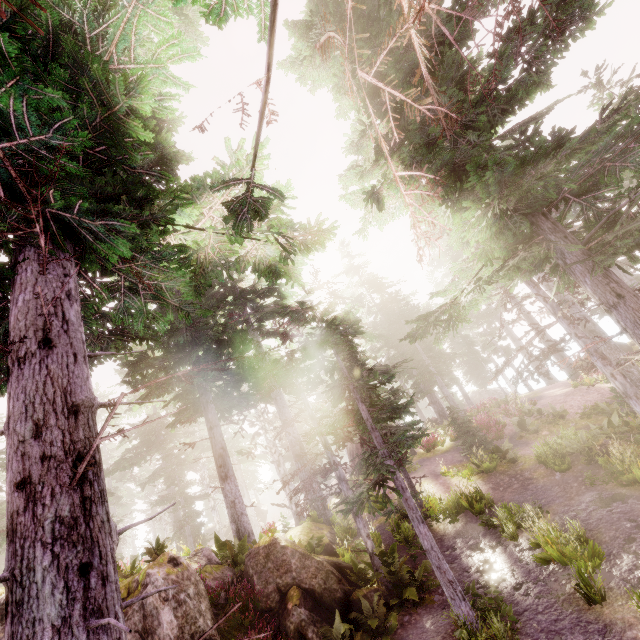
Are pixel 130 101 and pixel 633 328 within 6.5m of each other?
no

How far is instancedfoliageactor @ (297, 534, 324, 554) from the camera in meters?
12.4 m

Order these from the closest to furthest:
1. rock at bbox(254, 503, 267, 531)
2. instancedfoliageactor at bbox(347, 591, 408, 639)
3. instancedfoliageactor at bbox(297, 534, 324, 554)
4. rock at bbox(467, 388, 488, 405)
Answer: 1. instancedfoliageactor at bbox(347, 591, 408, 639)
2. instancedfoliageactor at bbox(297, 534, 324, 554)
3. rock at bbox(254, 503, 267, 531)
4. rock at bbox(467, 388, 488, 405)

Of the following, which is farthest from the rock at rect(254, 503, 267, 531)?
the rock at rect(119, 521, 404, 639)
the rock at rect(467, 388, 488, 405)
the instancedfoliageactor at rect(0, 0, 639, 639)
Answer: the rock at rect(467, 388, 488, 405)

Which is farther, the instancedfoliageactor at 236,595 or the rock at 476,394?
the rock at 476,394

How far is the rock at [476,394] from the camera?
50.2 meters

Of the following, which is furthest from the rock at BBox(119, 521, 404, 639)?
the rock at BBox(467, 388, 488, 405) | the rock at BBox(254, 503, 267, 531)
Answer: the rock at BBox(467, 388, 488, 405)

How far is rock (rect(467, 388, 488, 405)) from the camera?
50.2 meters
